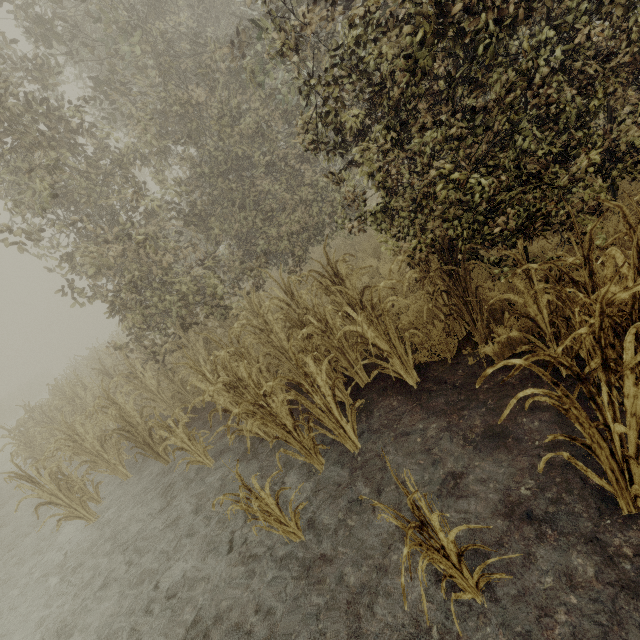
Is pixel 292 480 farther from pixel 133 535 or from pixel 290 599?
pixel 133 535
